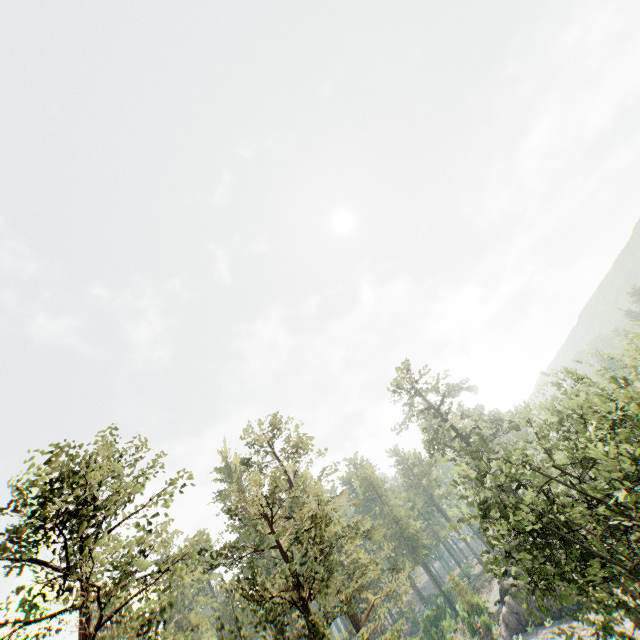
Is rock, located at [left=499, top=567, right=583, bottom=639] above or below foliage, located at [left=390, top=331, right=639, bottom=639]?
below

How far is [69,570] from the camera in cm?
1055

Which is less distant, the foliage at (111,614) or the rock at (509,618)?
the foliage at (111,614)

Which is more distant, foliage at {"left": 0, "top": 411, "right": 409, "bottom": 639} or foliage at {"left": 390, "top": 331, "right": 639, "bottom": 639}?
foliage at {"left": 390, "top": 331, "right": 639, "bottom": 639}

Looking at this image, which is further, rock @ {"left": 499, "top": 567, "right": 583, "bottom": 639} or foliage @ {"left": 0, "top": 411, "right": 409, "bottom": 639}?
rock @ {"left": 499, "top": 567, "right": 583, "bottom": 639}

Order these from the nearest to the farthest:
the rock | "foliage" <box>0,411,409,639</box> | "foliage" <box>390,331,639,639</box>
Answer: "foliage" <box>0,411,409,639</box>
"foliage" <box>390,331,639,639</box>
the rock
